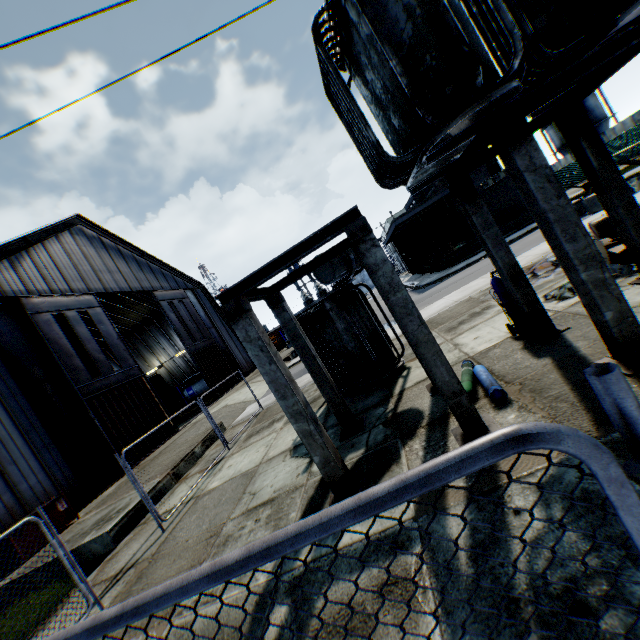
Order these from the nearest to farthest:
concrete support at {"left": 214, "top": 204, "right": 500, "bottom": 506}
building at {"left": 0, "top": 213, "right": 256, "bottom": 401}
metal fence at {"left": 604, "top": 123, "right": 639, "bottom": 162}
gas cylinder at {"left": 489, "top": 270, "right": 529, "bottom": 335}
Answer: concrete support at {"left": 214, "top": 204, "right": 500, "bottom": 506}
gas cylinder at {"left": 489, "top": 270, "right": 529, "bottom": 335}
building at {"left": 0, "top": 213, "right": 256, "bottom": 401}
metal fence at {"left": 604, "top": 123, "right": 639, "bottom": 162}

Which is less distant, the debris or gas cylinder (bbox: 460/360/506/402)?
gas cylinder (bbox: 460/360/506/402)

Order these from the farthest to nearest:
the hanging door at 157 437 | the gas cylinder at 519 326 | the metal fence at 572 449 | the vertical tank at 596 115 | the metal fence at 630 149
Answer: the vertical tank at 596 115, the metal fence at 630 149, the hanging door at 157 437, the gas cylinder at 519 326, the metal fence at 572 449

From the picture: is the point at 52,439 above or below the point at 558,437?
above

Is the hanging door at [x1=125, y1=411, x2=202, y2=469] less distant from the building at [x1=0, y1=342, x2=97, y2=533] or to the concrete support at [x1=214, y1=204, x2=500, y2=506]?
the building at [x1=0, y1=342, x2=97, y2=533]

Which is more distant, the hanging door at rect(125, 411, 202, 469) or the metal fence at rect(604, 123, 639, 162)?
the metal fence at rect(604, 123, 639, 162)

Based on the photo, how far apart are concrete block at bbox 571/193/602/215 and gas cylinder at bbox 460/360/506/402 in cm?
1444

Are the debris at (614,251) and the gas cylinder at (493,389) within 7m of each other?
yes
